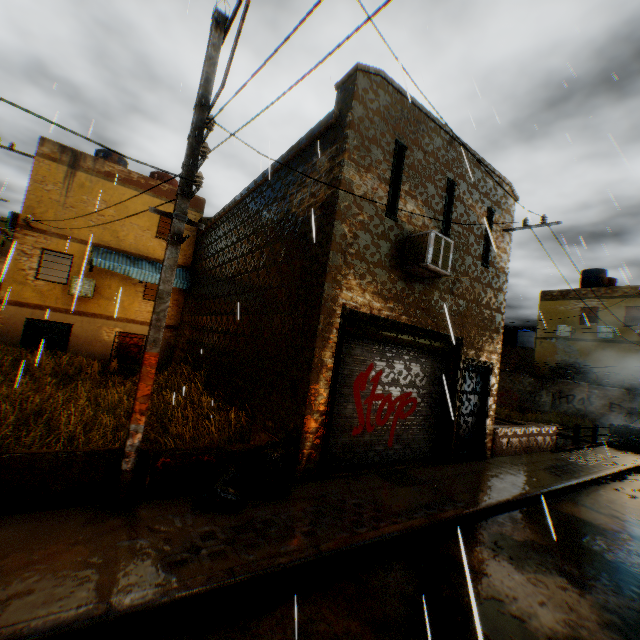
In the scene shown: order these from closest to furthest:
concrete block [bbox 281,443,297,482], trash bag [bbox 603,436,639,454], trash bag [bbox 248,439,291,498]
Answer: trash bag [bbox 248,439,291,498], concrete block [bbox 281,443,297,482], trash bag [bbox 603,436,639,454]

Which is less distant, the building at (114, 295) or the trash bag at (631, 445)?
the building at (114, 295)

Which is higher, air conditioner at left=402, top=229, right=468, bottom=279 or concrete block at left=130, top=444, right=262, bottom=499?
air conditioner at left=402, top=229, right=468, bottom=279

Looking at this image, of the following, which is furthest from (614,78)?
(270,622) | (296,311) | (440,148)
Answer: (270,622)

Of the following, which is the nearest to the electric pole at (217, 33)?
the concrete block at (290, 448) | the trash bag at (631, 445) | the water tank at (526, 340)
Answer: the concrete block at (290, 448)

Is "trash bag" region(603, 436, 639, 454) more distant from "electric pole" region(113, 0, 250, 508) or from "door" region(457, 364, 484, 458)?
"electric pole" region(113, 0, 250, 508)

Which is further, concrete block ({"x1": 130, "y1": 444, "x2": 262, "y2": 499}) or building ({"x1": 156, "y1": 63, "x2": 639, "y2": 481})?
building ({"x1": 156, "y1": 63, "x2": 639, "y2": 481})

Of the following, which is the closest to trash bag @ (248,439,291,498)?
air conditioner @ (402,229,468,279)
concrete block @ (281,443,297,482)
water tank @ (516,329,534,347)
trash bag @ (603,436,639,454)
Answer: concrete block @ (281,443,297,482)
